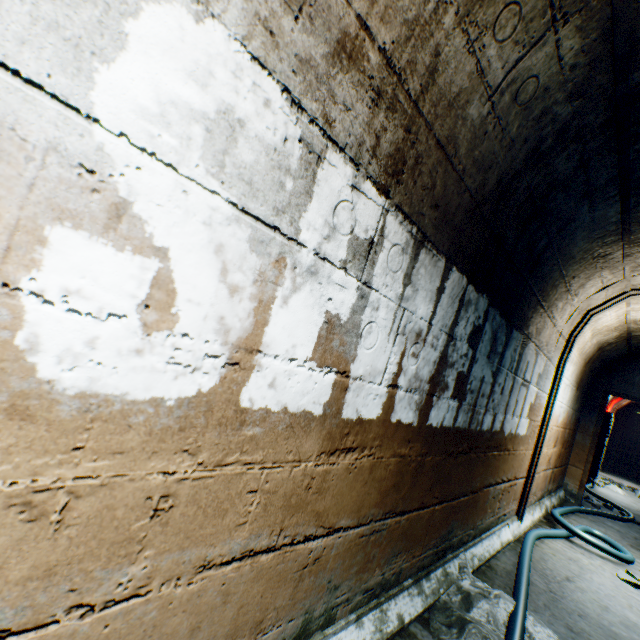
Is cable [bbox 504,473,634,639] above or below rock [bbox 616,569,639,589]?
above

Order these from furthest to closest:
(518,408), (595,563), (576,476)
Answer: (576,476), (595,563), (518,408)

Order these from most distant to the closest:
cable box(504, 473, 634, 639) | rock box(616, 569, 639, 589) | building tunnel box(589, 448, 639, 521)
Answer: building tunnel box(589, 448, 639, 521) → rock box(616, 569, 639, 589) → cable box(504, 473, 634, 639)

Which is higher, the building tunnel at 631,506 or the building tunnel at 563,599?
the building tunnel at 631,506

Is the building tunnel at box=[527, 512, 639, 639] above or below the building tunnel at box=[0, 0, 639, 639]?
below

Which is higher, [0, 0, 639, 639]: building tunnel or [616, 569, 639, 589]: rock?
[0, 0, 639, 639]: building tunnel

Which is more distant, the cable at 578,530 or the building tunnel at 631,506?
the building tunnel at 631,506

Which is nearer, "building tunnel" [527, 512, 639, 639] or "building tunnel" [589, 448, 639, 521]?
Result: "building tunnel" [527, 512, 639, 639]
